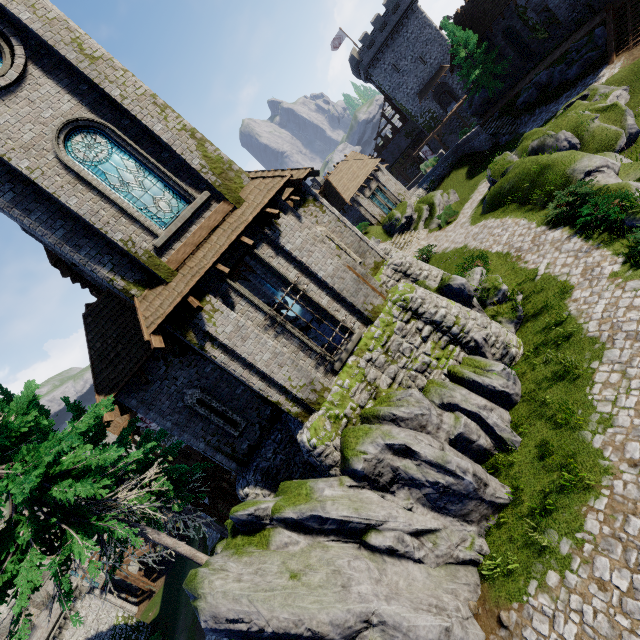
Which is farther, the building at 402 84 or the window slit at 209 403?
the building at 402 84

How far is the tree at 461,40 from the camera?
31.9 meters

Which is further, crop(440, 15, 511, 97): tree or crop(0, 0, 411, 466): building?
crop(440, 15, 511, 97): tree

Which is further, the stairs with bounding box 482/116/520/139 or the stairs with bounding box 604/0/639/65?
the stairs with bounding box 482/116/520/139

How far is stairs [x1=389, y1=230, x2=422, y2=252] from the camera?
27.8m

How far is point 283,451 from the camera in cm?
1293

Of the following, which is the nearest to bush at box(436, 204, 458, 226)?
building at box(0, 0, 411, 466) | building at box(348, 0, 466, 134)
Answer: building at box(0, 0, 411, 466)

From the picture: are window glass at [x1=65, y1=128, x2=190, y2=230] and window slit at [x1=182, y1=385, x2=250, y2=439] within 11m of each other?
yes
